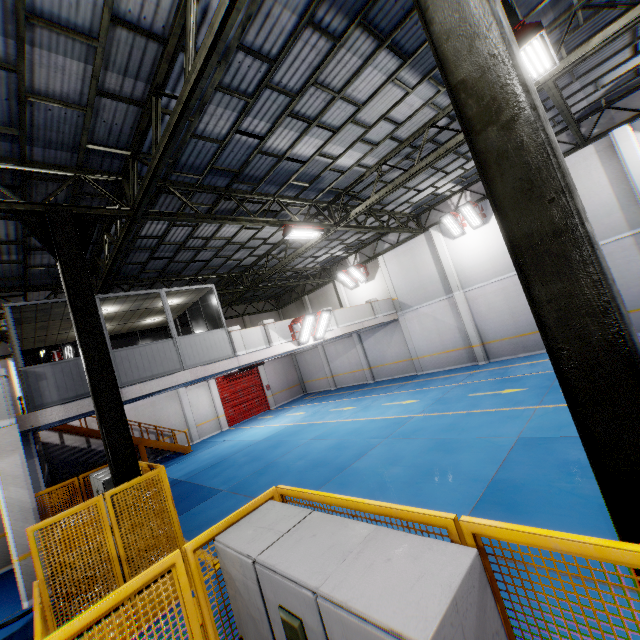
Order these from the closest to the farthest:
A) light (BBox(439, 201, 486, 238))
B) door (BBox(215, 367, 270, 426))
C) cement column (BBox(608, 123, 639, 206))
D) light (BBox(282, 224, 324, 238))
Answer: light (BBox(282, 224, 324, 238)) < cement column (BBox(608, 123, 639, 206)) < light (BBox(439, 201, 486, 238)) < door (BBox(215, 367, 270, 426))

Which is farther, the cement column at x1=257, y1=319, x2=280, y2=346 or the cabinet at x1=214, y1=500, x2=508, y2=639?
the cement column at x1=257, y1=319, x2=280, y2=346

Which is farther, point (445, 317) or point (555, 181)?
point (445, 317)

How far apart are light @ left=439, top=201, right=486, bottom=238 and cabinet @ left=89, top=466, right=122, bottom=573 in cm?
1660

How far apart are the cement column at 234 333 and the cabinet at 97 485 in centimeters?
500cm

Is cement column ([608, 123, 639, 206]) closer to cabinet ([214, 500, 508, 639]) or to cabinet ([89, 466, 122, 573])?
cabinet ([214, 500, 508, 639])

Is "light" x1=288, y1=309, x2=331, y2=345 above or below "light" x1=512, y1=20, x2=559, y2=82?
below

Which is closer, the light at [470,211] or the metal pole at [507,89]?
the metal pole at [507,89]
